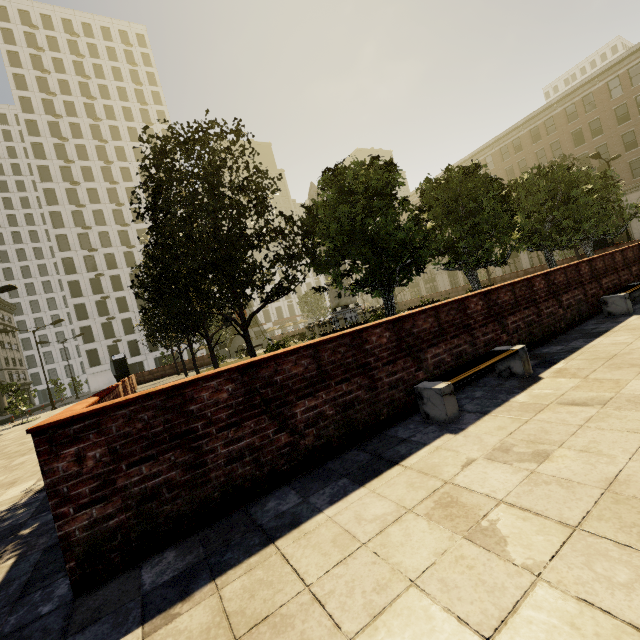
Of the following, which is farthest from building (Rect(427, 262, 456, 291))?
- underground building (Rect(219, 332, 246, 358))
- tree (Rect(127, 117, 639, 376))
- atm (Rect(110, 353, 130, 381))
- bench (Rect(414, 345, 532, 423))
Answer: underground building (Rect(219, 332, 246, 358))

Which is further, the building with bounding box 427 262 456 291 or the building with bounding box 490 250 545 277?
the building with bounding box 427 262 456 291

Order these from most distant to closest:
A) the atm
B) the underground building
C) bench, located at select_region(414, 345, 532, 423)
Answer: the underground building < the atm < bench, located at select_region(414, 345, 532, 423)

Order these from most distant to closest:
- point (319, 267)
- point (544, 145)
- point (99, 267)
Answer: point (99, 267)
point (544, 145)
point (319, 267)

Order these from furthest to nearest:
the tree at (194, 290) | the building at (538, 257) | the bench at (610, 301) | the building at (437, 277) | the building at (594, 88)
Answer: the building at (437, 277) → the building at (538, 257) → the building at (594, 88) → the tree at (194, 290) → the bench at (610, 301)

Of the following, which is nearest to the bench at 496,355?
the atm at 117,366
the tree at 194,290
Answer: the tree at 194,290

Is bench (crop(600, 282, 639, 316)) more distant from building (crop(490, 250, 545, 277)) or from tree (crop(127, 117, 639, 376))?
building (crop(490, 250, 545, 277))

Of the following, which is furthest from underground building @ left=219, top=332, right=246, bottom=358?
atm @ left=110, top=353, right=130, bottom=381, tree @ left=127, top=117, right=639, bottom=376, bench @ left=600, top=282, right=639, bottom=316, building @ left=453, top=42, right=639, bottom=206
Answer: bench @ left=600, top=282, right=639, bottom=316
